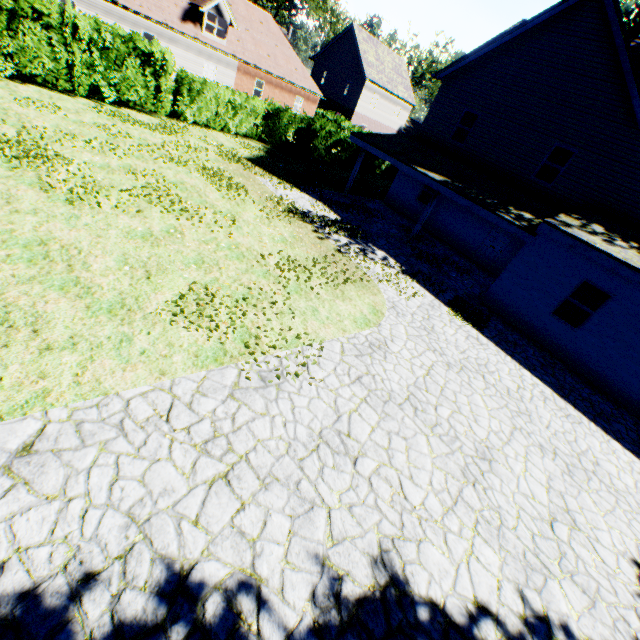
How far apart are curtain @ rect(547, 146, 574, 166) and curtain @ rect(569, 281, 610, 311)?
6.8m

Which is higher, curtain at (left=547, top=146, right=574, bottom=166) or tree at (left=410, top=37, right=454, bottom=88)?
tree at (left=410, top=37, right=454, bottom=88)

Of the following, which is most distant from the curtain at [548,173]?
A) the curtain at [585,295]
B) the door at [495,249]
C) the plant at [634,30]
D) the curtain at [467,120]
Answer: the plant at [634,30]

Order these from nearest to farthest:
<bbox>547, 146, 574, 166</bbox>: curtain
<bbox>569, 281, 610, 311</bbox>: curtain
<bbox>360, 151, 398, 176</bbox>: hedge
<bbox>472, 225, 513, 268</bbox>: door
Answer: <bbox>569, 281, 610, 311</bbox>: curtain → <bbox>547, 146, 574, 166</bbox>: curtain → <bbox>472, 225, 513, 268</bbox>: door → <bbox>360, 151, 398, 176</bbox>: hedge

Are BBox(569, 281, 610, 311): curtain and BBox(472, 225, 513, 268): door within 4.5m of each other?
no

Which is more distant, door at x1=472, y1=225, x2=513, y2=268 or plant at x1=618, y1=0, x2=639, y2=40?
plant at x1=618, y1=0, x2=639, y2=40

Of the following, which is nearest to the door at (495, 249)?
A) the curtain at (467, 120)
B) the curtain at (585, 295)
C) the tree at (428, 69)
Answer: the curtain at (467, 120)

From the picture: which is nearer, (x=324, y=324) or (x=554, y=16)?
(x=324, y=324)
